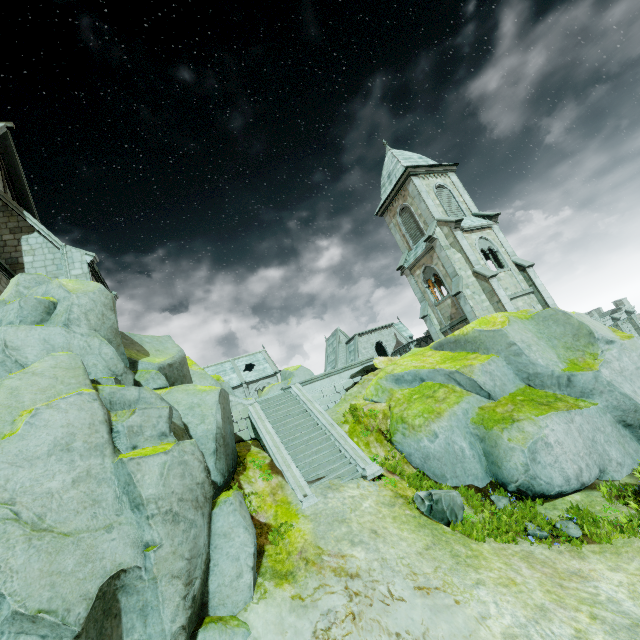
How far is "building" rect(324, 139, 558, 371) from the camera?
22.98m

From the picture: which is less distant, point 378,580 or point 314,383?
point 378,580

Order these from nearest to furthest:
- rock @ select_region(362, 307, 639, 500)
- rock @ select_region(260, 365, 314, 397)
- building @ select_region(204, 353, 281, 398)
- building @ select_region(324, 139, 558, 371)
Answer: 1. rock @ select_region(362, 307, 639, 500)
2. building @ select_region(324, 139, 558, 371)
3. rock @ select_region(260, 365, 314, 397)
4. building @ select_region(204, 353, 281, 398)

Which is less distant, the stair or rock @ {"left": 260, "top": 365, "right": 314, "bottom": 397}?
the stair

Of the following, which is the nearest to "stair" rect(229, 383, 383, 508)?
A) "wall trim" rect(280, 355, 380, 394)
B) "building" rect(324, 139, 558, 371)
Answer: "wall trim" rect(280, 355, 380, 394)

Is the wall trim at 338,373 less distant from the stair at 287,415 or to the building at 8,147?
the stair at 287,415

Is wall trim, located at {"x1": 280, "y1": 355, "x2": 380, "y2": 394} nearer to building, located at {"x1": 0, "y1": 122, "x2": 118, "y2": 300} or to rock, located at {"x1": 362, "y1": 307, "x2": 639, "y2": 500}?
rock, located at {"x1": 362, "y1": 307, "x2": 639, "y2": 500}

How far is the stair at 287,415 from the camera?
11.8m
